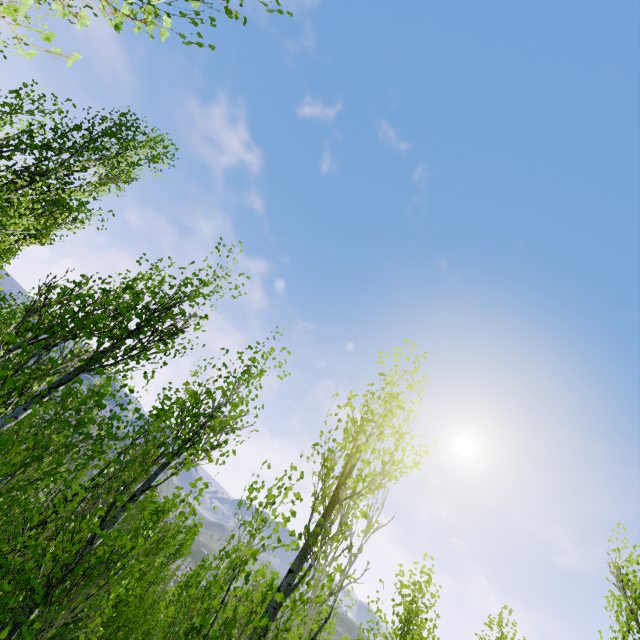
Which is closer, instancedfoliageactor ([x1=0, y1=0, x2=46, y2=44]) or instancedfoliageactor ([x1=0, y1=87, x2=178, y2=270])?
instancedfoliageactor ([x1=0, y1=0, x2=46, y2=44])

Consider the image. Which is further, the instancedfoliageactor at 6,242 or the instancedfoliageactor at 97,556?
the instancedfoliageactor at 6,242

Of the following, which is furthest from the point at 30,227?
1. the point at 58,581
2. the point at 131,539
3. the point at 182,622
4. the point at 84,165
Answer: the point at 131,539

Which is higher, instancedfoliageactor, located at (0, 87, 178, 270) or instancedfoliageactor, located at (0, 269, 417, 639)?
instancedfoliageactor, located at (0, 87, 178, 270)

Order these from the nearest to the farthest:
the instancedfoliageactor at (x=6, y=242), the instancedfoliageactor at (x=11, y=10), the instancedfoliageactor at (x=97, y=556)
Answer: the instancedfoliageactor at (x=11, y=10), the instancedfoliageactor at (x=97, y=556), the instancedfoliageactor at (x=6, y=242)

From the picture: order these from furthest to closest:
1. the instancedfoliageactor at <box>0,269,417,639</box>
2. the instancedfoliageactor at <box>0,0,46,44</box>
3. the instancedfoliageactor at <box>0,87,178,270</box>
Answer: the instancedfoliageactor at <box>0,87,178,270</box> < the instancedfoliageactor at <box>0,269,417,639</box> < the instancedfoliageactor at <box>0,0,46,44</box>

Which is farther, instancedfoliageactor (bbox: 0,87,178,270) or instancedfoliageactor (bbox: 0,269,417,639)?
instancedfoliageactor (bbox: 0,87,178,270)
